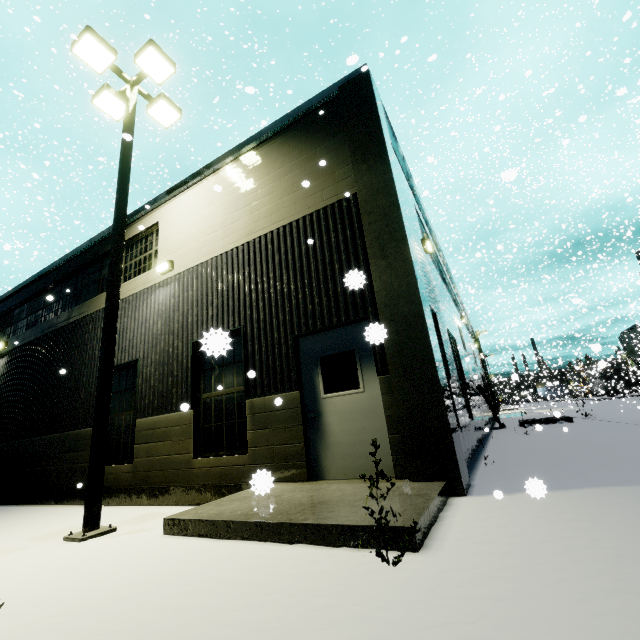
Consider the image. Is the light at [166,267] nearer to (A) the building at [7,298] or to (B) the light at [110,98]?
(A) the building at [7,298]

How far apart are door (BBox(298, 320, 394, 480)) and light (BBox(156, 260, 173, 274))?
4.44m

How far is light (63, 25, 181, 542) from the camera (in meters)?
5.19

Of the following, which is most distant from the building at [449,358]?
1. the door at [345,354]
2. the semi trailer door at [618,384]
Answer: the semi trailer door at [618,384]

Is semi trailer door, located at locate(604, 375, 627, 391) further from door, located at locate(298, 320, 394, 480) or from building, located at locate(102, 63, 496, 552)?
door, located at locate(298, 320, 394, 480)

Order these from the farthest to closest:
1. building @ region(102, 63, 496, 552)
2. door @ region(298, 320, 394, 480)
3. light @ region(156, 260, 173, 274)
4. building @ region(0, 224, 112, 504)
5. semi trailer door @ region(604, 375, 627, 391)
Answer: semi trailer door @ region(604, 375, 627, 391) → building @ region(0, 224, 112, 504) → light @ region(156, 260, 173, 274) → door @ region(298, 320, 394, 480) → building @ region(102, 63, 496, 552)

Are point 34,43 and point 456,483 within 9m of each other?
no

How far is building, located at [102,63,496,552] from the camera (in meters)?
3.96
